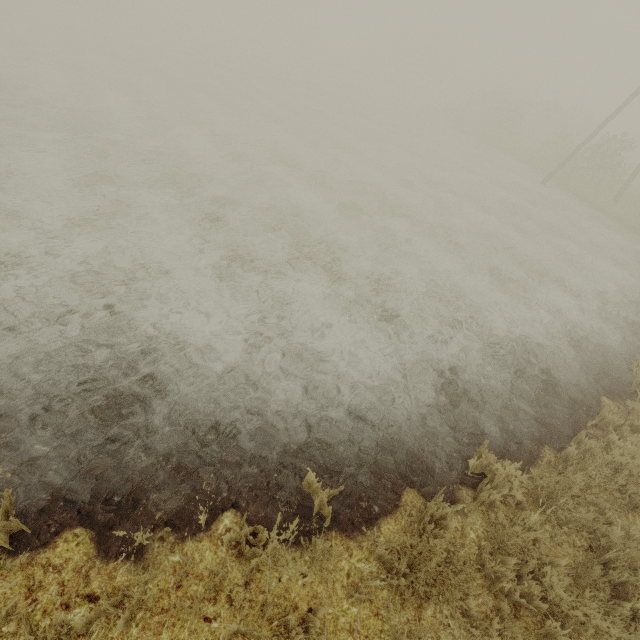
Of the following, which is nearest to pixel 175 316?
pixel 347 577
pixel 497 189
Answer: pixel 347 577
